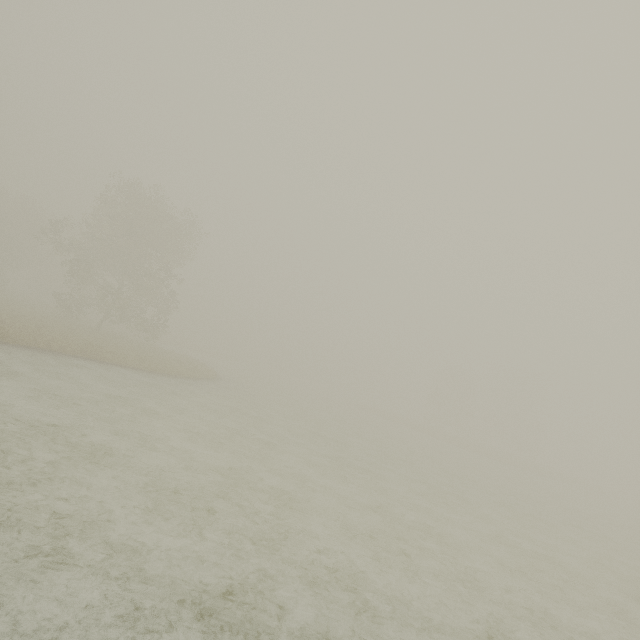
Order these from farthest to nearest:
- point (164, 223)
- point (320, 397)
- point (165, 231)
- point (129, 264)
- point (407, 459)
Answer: point (320, 397), point (165, 231), point (164, 223), point (129, 264), point (407, 459)
